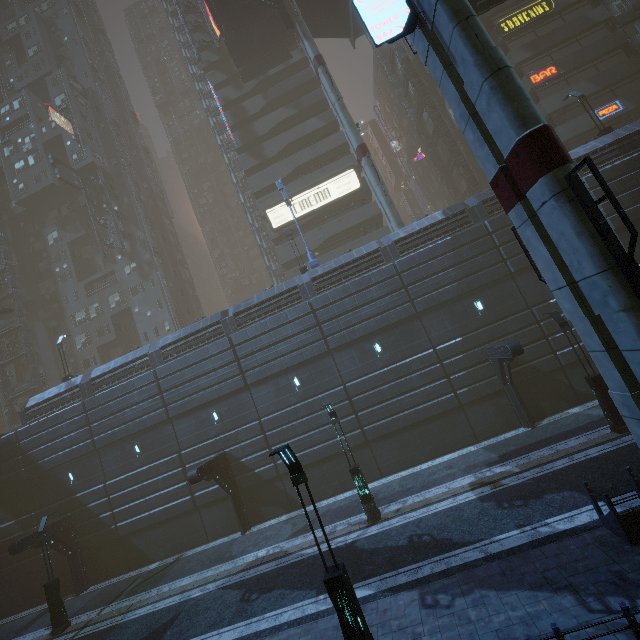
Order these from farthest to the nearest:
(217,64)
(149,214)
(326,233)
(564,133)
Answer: (149,214), (217,64), (326,233), (564,133)

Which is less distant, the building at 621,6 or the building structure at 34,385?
the building at 621,6

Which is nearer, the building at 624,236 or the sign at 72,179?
the building at 624,236

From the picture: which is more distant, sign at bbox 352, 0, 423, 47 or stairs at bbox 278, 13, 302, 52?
stairs at bbox 278, 13, 302, 52

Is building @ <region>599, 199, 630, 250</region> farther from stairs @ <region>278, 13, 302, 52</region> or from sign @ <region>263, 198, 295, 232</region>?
stairs @ <region>278, 13, 302, 52</region>

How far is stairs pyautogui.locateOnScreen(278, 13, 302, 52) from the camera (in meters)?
33.48

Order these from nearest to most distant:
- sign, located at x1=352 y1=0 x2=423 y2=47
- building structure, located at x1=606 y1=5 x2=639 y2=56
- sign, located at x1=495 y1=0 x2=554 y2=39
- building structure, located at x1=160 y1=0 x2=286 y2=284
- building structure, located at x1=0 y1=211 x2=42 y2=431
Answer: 1. sign, located at x1=352 y1=0 x2=423 y2=47
2. building structure, located at x1=606 y1=5 x2=639 y2=56
3. sign, located at x1=495 y1=0 x2=554 y2=39
4. building structure, located at x1=0 y1=211 x2=42 y2=431
5. building structure, located at x1=160 y1=0 x2=286 y2=284

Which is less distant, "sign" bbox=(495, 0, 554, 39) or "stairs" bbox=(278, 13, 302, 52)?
"sign" bbox=(495, 0, 554, 39)
